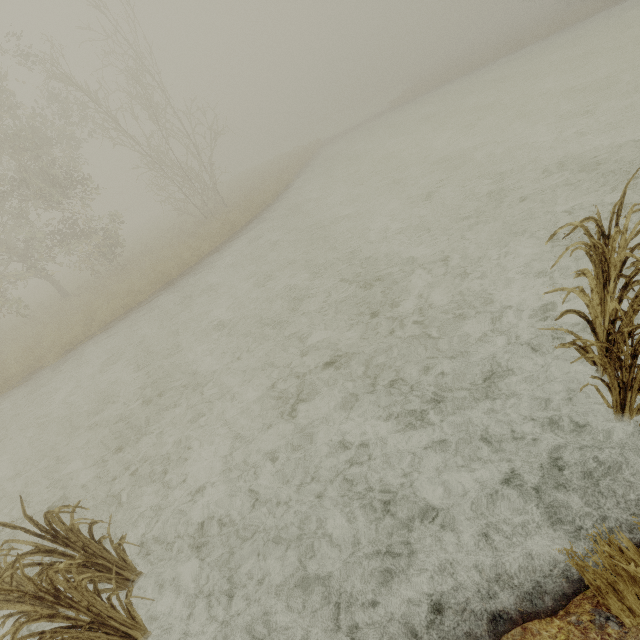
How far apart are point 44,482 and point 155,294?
8.4 meters
